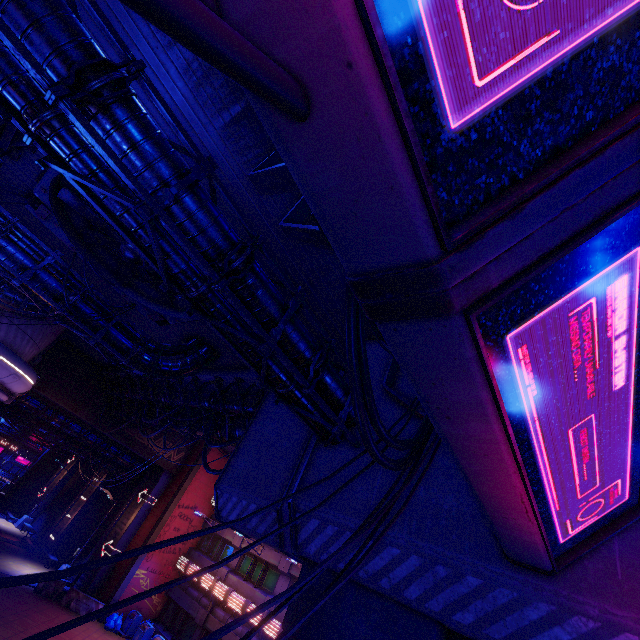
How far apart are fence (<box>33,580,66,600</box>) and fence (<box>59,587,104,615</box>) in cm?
31

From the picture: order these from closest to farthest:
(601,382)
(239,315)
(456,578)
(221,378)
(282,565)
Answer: (601,382) → (456,578) → (239,315) → (221,378) → (282,565)

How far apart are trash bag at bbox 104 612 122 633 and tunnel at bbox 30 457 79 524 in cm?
1956

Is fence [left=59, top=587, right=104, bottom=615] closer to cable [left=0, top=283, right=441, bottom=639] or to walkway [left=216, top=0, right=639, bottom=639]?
walkway [left=216, top=0, right=639, bottom=639]

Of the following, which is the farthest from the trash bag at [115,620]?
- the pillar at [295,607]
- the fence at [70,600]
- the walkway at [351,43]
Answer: the pillar at [295,607]

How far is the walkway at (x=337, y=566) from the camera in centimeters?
570cm

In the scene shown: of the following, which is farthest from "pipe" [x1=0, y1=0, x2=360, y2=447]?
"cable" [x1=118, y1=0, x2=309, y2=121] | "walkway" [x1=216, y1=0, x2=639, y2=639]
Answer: "cable" [x1=118, y1=0, x2=309, y2=121]

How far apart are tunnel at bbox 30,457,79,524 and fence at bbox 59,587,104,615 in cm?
1777
